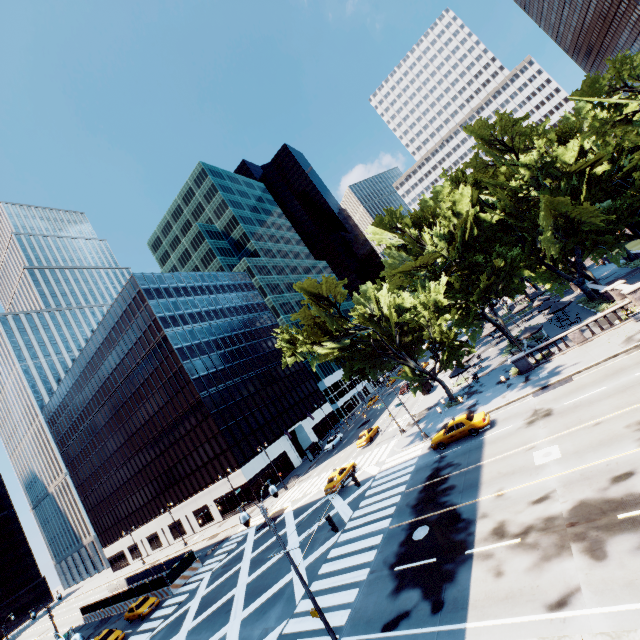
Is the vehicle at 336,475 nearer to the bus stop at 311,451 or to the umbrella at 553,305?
the bus stop at 311,451

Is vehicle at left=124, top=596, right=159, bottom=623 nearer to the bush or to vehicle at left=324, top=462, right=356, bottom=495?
vehicle at left=324, top=462, right=356, bottom=495

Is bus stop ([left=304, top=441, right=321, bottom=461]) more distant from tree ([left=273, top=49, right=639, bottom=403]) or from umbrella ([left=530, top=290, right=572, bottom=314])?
umbrella ([left=530, top=290, right=572, bottom=314])

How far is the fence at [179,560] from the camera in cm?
3628

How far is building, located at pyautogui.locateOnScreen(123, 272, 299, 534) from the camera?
52.9m

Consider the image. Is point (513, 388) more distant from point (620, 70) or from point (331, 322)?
point (620, 70)

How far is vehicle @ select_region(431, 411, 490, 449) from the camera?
25.0 meters

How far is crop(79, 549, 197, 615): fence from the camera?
36.3 meters
